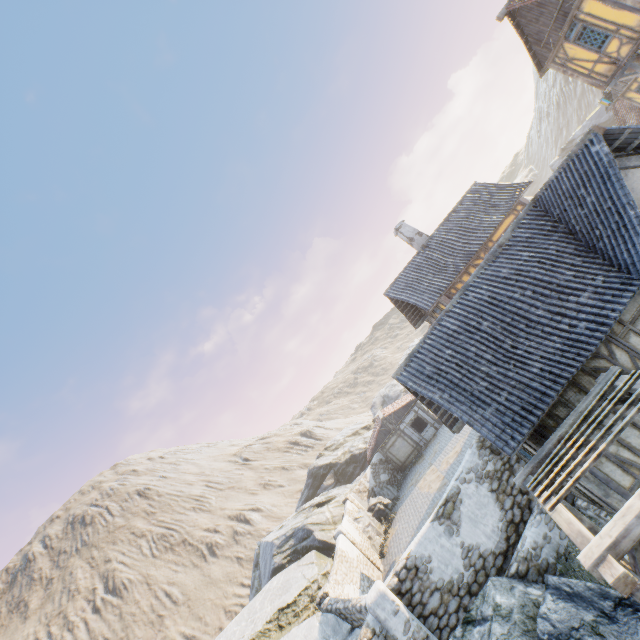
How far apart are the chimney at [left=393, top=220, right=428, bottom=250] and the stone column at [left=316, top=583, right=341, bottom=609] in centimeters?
1931cm

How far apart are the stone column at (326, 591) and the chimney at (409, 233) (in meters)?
19.31

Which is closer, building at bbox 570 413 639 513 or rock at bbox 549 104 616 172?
building at bbox 570 413 639 513

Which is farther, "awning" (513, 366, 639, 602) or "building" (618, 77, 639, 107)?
"building" (618, 77, 639, 107)

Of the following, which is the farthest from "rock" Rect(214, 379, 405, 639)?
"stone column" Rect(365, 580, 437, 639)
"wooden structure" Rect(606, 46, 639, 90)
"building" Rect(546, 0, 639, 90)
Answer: "wooden structure" Rect(606, 46, 639, 90)

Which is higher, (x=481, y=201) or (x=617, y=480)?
(x=481, y=201)

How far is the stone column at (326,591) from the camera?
13.00m

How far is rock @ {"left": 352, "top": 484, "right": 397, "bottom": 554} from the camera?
21.5m
